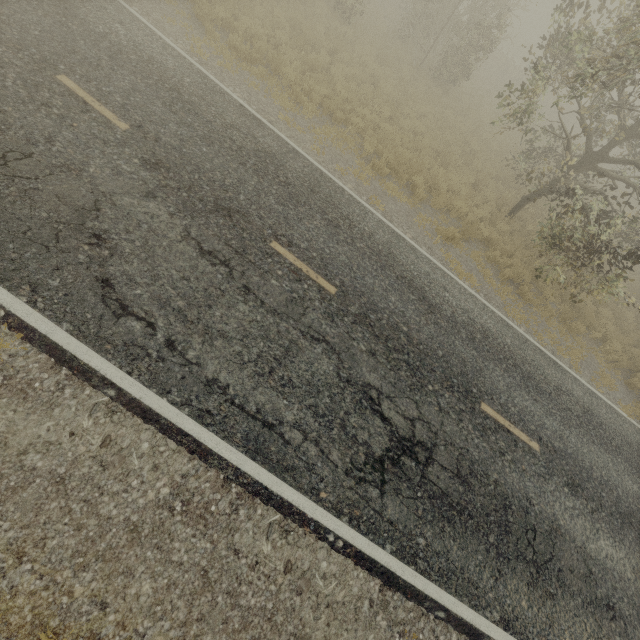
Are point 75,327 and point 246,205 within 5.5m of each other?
yes
